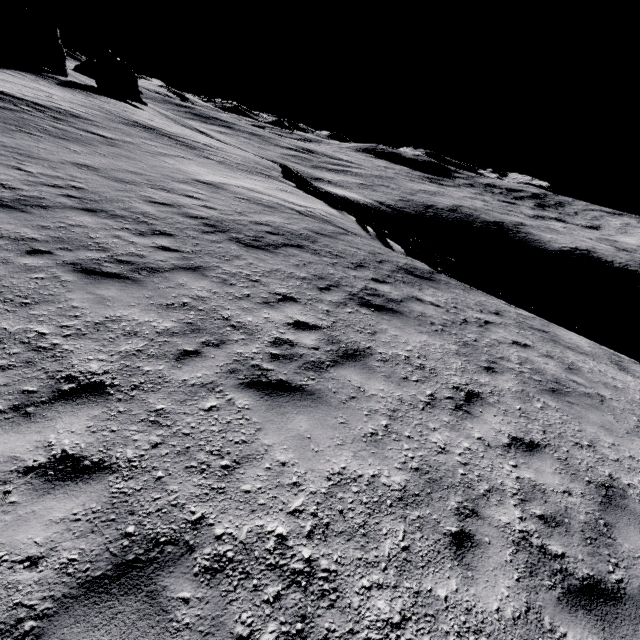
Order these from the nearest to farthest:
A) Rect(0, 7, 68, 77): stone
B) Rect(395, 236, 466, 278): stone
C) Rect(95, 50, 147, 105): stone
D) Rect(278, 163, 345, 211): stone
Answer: Rect(395, 236, 466, 278): stone
Rect(278, 163, 345, 211): stone
Rect(0, 7, 68, 77): stone
Rect(95, 50, 147, 105): stone

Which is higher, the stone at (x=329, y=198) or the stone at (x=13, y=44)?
the stone at (x=13, y=44)

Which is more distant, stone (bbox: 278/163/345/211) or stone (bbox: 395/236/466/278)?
stone (bbox: 278/163/345/211)

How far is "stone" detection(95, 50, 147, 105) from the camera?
48.59m

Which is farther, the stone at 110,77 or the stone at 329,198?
the stone at 110,77

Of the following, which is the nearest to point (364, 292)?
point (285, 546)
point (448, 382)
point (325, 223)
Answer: point (448, 382)

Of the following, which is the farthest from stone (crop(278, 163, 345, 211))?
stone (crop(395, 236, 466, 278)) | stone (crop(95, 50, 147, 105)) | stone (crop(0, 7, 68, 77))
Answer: stone (crop(95, 50, 147, 105))
